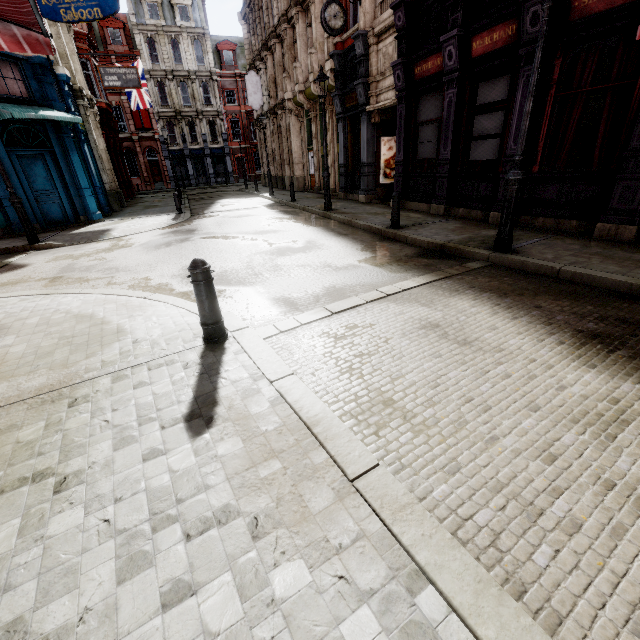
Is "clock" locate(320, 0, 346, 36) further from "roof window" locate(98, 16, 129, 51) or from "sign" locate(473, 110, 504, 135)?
"roof window" locate(98, 16, 129, 51)

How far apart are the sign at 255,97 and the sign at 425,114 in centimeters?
1855cm

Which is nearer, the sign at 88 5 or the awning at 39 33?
the awning at 39 33

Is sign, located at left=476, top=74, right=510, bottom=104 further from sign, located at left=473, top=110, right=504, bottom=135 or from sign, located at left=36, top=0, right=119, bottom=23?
sign, located at left=36, top=0, right=119, bottom=23

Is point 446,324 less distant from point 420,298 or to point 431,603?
point 420,298

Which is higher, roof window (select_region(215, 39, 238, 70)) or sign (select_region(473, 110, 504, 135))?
roof window (select_region(215, 39, 238, 70))

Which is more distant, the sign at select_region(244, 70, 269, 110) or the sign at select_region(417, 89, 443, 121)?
the sign at select_region(244, 70, 269, 110)

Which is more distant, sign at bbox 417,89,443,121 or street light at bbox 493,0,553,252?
sign at bbox 417,89,443,121
